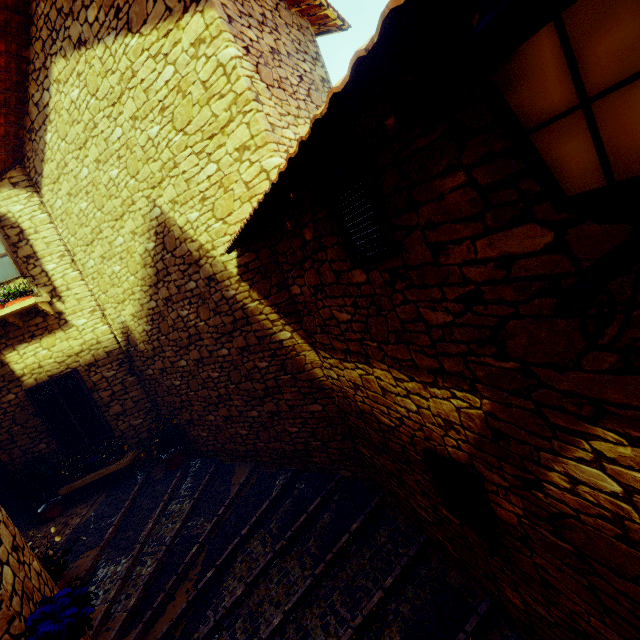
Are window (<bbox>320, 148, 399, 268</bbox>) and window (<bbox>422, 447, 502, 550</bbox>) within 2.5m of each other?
yes

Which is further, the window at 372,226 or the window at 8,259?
the window at 8,259

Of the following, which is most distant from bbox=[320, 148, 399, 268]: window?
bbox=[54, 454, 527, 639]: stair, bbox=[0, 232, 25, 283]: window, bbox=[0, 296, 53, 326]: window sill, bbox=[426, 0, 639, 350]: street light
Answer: bbox=[0, 296, 53, 326]: window sill

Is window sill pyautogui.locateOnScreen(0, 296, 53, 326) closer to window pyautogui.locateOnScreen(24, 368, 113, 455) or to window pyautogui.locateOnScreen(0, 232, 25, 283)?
window pyautogui.locateOnScreen(0, 232, 25, 283)

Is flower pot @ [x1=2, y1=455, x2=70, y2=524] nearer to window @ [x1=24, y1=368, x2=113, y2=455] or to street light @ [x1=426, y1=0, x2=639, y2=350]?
window @ [x1=24, y1=368, x2=113, y2=455]

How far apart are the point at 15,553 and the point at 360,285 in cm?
354

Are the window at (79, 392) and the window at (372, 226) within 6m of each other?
no

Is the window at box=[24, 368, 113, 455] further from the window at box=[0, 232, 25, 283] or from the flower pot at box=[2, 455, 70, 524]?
the window at box=[0, 232, 25, 283]
